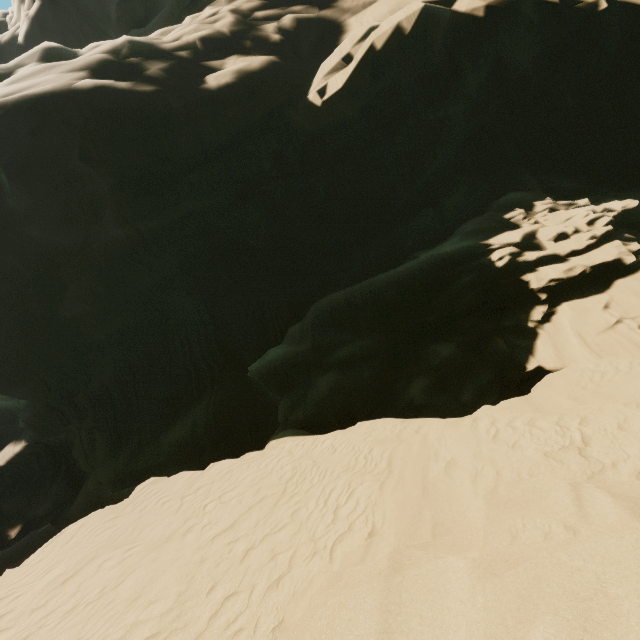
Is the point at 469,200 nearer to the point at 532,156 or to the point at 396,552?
the point at 532,156
